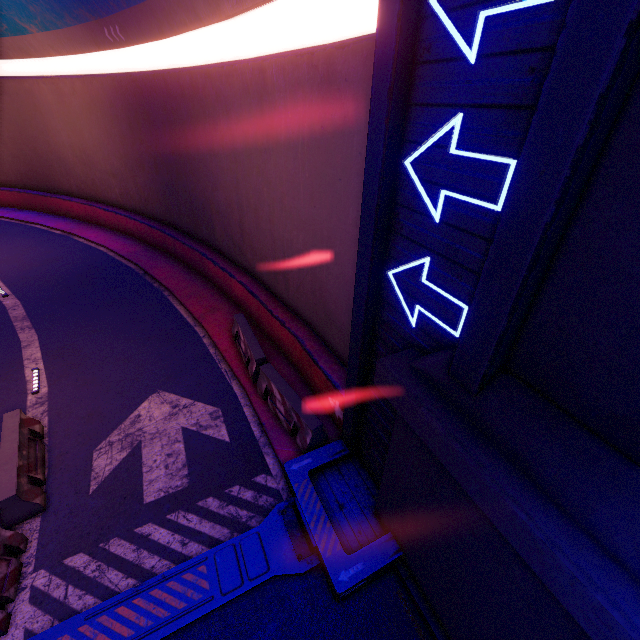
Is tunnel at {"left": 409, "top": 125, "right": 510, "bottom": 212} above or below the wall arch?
above

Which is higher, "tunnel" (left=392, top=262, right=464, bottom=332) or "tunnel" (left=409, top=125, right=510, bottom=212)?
"tunnel" (left=409, top=125, right=510, bottom=212)

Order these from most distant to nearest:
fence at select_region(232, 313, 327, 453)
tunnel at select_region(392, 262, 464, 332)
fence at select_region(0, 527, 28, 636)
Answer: fence at select_region(232, 313, 327, 453)
fence at select_region(0, 527, 28, 636)
tunnel at select_region(392, 262, 464, 332)

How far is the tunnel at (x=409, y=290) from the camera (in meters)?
3.73

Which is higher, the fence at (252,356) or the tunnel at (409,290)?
the tunnel at (409,290)

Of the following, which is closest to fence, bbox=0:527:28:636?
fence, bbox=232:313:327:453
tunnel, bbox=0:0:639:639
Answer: tunnel, bbox=0:0:639:639

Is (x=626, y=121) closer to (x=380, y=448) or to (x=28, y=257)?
(x=380, y=448)

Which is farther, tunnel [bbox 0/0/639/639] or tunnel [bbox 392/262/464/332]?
tunnel [bbox 392/262/464/332]
